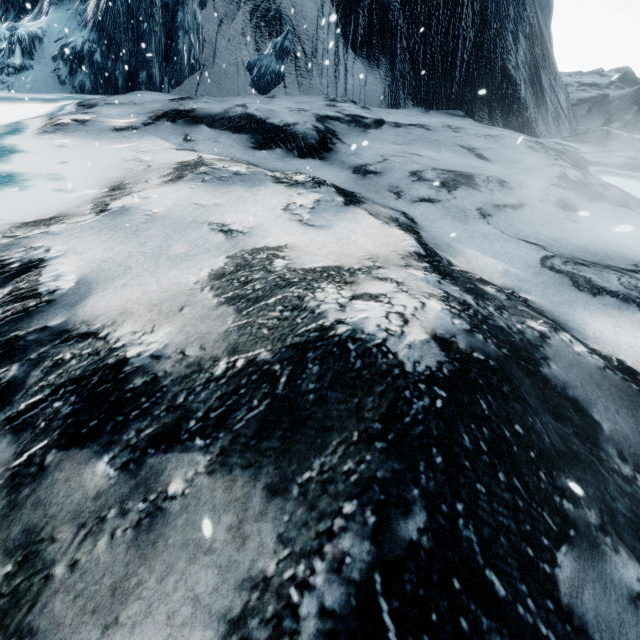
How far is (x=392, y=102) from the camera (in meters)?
13.95
